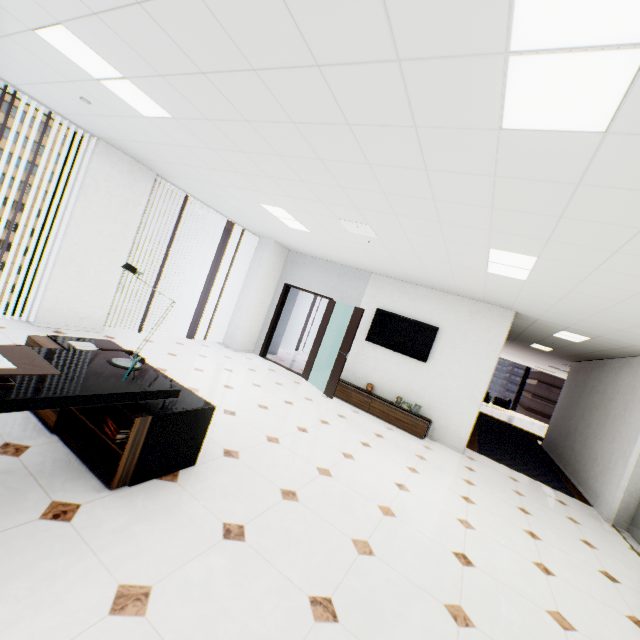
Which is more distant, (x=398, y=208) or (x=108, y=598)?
(x=398, y=208)

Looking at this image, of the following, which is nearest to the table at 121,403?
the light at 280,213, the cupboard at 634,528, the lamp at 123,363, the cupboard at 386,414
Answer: the lamp at 123,363

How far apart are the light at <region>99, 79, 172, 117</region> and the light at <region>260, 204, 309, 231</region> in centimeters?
202cm

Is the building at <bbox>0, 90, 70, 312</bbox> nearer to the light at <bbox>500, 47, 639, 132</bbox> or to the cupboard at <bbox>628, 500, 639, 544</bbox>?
the light at <bbox>500, 47, 639, 132</bbox>

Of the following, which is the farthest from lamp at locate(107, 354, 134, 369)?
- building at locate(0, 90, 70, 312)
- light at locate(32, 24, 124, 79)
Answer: building at locate(0, 90, 70, 312)

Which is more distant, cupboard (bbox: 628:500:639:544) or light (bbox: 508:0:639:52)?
cupboard (bbox: 628:500:639:544)

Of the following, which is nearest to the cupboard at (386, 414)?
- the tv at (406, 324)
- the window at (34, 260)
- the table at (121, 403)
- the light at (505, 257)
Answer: the tv at (406, 324)

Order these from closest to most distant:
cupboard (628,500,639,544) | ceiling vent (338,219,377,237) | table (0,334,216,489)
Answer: table (0,334,216,489), ceiling vent (338,219,377,237), cupboard (628,500,639,544)
